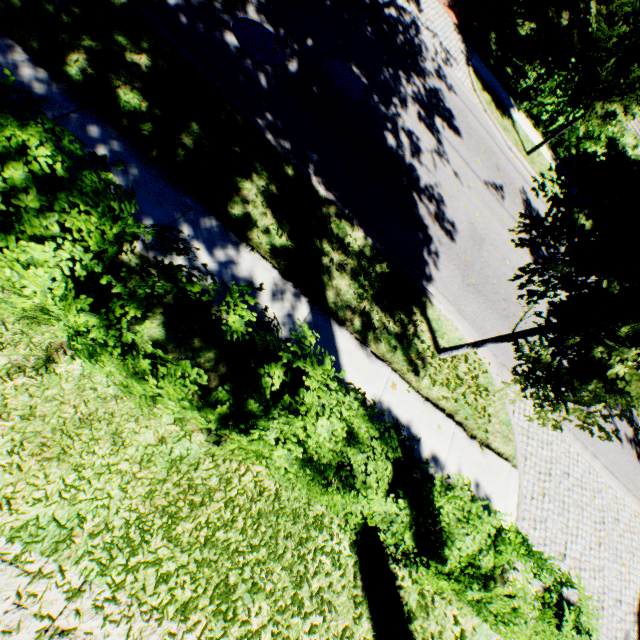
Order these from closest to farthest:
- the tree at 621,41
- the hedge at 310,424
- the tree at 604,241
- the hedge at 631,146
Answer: the hedge at 310,424 < the tree at 604,241 < the tree at 621,41 < the hedge at 631,146

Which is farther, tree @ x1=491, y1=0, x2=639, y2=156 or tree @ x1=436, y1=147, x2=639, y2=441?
tree @ x1=491, y1=0, x2=639, y2=156

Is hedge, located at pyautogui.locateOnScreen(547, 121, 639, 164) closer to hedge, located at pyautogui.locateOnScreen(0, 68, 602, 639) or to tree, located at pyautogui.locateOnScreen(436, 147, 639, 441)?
tree, located at pyautogui.locateOnScreen(436, 147, 639, 441)

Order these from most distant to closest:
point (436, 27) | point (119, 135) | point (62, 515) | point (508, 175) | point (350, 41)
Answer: point (436, 27)
point (508, 175)
point (350, 41)
point (119, 135)
point (62, 515)

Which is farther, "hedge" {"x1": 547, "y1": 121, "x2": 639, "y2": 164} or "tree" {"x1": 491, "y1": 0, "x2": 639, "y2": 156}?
"hedge" {"x1": 547, "y1": 121, "x2": 639, "y2": 164}

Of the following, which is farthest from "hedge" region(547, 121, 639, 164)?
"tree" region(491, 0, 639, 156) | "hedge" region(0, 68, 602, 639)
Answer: "hedge" region(0, 68, 602, 639)

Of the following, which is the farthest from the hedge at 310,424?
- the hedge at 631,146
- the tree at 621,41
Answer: the hedge at 631,146

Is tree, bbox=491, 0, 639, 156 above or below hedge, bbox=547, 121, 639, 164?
above
